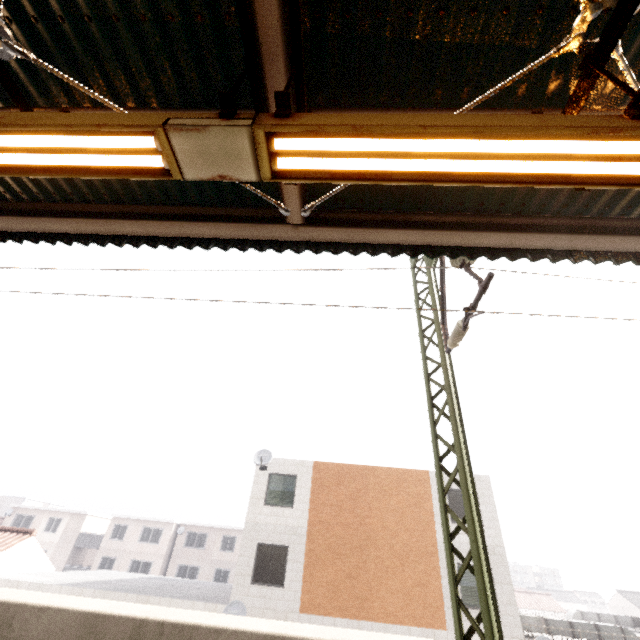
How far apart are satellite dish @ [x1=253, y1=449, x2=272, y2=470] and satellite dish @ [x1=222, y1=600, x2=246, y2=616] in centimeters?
517cm

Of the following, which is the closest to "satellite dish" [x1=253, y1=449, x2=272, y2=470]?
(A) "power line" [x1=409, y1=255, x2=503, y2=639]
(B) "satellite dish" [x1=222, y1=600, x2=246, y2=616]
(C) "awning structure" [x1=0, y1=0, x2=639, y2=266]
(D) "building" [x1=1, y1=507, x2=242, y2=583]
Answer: (B) "satellite dish" [x1=222, y1=600, x2=246, y2=616]

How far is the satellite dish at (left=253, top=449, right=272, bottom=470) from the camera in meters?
16.2

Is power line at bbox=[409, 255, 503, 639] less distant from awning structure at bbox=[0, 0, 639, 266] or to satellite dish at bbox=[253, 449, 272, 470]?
awning structure at bbox=[0, 0, 639, 266]

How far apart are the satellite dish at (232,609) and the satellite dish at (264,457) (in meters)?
5.17

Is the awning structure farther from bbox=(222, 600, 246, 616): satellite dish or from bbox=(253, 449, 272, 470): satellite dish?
bbox=(222, 600, 246, 616): satellite dish

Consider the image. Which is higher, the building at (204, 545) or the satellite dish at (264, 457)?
the satellite dish at (264, 457)

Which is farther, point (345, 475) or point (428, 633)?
point (345, 475)
